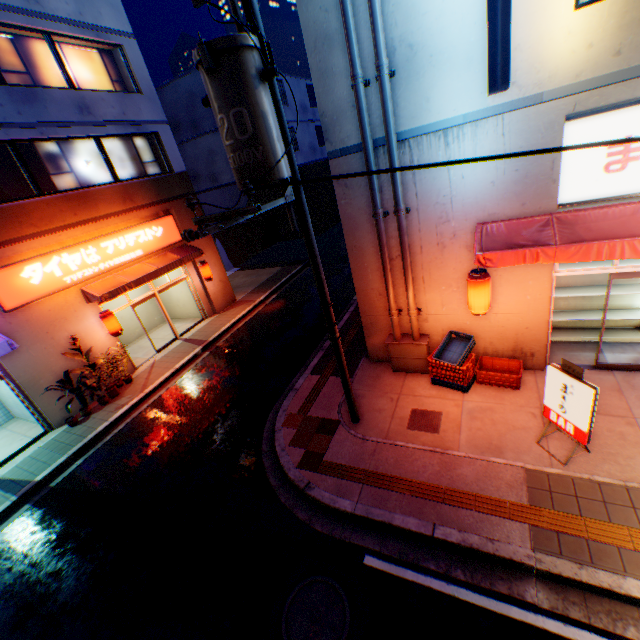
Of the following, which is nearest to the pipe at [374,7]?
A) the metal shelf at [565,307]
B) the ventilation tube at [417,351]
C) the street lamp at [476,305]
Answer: the ventilation tube at [417,351]

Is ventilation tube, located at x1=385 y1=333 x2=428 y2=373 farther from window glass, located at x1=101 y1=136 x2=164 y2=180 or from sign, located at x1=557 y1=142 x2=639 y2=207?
window glass, located at x1=101 y1=136 x2=164 y2=180

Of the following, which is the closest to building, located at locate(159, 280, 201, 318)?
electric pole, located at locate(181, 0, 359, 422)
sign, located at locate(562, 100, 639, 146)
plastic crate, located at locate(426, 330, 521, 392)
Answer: electric pole, located at locate(181, 0, 359, 422)

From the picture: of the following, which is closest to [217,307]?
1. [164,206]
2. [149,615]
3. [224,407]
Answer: [164,206]

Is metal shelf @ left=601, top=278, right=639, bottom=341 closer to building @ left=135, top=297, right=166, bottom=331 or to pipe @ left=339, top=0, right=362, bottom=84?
pipe @ left=339, top=0, right=362, bottom=84

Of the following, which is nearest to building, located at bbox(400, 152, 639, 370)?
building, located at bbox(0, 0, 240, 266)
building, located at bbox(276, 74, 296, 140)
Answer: building, located at bbox(0, 0, 240, 266)

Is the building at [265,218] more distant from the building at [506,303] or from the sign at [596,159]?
the sign at [596,159]

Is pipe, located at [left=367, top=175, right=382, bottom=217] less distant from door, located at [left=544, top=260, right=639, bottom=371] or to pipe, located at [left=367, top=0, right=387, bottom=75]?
pipe, located at [left=367, top=0, right=387, bottom=75]
